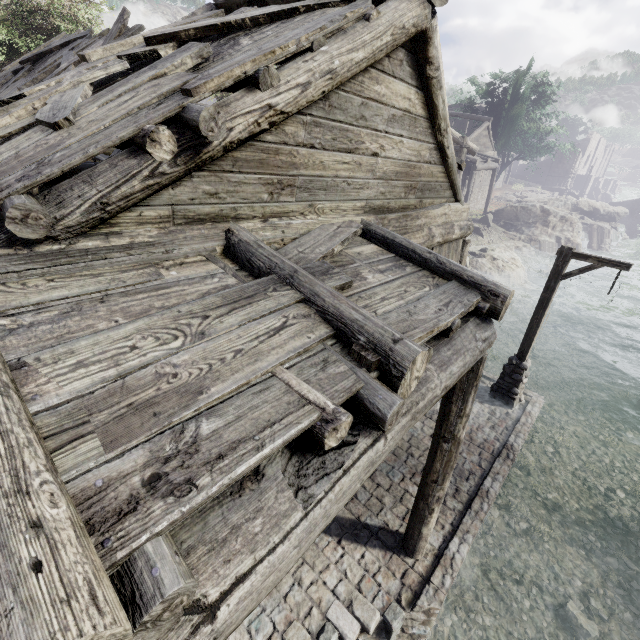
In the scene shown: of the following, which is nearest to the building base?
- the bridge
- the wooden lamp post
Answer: the wooden lamp post

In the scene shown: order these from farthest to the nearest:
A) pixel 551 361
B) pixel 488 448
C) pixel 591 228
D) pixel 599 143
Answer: pixel 599 143
pixel 591 228
pixel 551 361
pixel 488 448

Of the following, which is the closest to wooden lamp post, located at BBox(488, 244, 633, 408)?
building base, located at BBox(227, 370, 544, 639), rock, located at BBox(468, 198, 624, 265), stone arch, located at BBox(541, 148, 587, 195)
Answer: building base, located at BBox(227, 370, 544, 639)

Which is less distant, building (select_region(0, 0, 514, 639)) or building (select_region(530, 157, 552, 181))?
building (select_region(0, 0, 514, 639))

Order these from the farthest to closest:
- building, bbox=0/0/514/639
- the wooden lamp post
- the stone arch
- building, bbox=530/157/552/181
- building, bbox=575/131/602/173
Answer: building, bbox=530/157/552/181 → building, bbox=575/131/602/173 → the stone arch → the wooden lamp post → building, bbox=0/0/514/639

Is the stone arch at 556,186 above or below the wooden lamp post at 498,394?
above

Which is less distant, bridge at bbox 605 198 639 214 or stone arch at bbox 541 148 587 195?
bridge at bbox 605 198 639 214

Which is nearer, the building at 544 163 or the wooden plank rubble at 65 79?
the wooden plank rubble at 65 79
